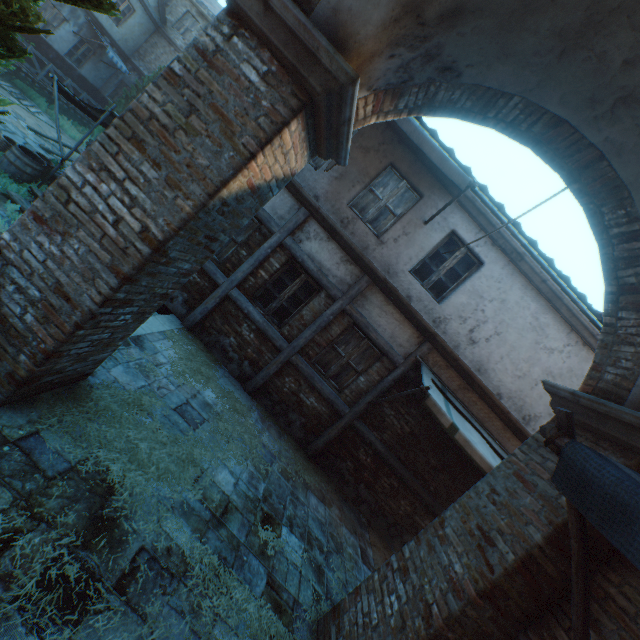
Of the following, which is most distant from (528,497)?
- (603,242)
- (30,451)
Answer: (30,451)

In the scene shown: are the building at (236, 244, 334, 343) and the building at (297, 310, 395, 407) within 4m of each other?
yes

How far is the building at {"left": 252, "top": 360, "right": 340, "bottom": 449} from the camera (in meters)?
7.27

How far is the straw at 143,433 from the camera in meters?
3.2 m

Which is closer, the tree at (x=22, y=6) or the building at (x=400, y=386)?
the tree at (x=22, y=6)

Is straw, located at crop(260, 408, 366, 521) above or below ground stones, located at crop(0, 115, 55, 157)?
above

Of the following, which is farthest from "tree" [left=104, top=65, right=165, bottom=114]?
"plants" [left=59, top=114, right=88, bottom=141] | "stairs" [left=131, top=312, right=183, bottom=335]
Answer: "stairs" [left=131, top=312, right=183, bottom=335]

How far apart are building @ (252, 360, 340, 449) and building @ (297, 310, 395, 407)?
0.2m
